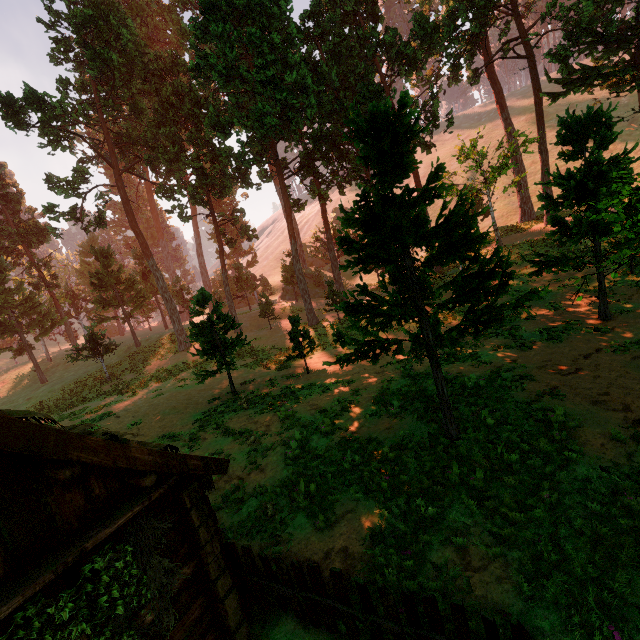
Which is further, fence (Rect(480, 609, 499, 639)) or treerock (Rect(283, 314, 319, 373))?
treerock (Rect(283, 314, 319, 373))

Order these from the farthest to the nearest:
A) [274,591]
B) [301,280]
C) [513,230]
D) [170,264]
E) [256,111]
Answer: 1. [170,264]
2. [513,230]
3. [301,280]
4. [256,111]
5. [274,591]

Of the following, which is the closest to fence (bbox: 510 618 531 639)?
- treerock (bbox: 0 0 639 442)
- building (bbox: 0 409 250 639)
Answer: building (bbox: 0 409 250 639)

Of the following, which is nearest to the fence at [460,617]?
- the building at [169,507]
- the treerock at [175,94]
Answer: the building at [169,507]

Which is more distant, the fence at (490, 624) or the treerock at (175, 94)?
the treerock at (175, 94)

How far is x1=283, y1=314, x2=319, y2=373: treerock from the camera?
18.4 meters
